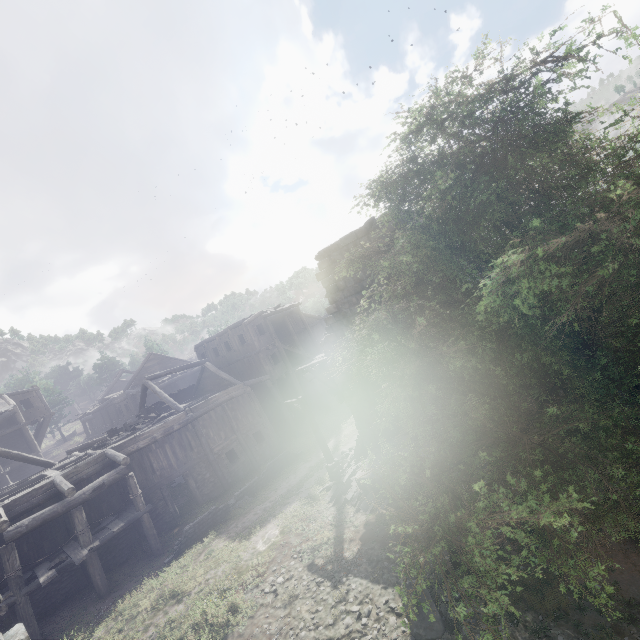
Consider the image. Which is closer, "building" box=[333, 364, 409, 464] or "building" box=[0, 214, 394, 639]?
"building" box=[0, 214, 394, 639]

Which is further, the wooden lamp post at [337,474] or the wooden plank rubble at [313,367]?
the wooden plank rubble at [313,367]

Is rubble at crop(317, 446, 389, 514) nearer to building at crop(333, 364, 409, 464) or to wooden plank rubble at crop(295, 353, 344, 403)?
building at crop(333, 364, 409, 464)

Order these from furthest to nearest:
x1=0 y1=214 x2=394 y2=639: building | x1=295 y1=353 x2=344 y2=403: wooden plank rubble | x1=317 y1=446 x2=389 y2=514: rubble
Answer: x1=295 y1=353 x2=344 y2=403: wooden plank rubble
x1=0 y1=214 x2=394 y2=639: building
x1=317 y1=446 x2=389 y2=514: rubble

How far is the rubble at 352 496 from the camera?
13.1m

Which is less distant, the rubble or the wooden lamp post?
the rubble

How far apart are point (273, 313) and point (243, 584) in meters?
20.4 m
